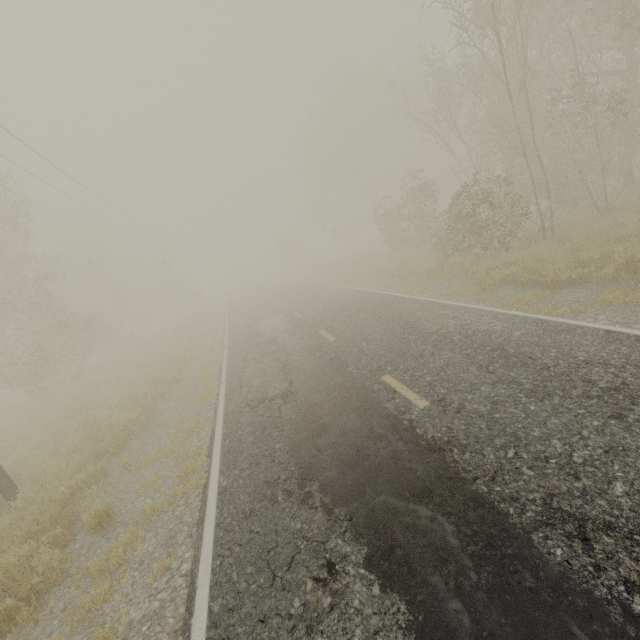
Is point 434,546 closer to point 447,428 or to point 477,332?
point 447,428
